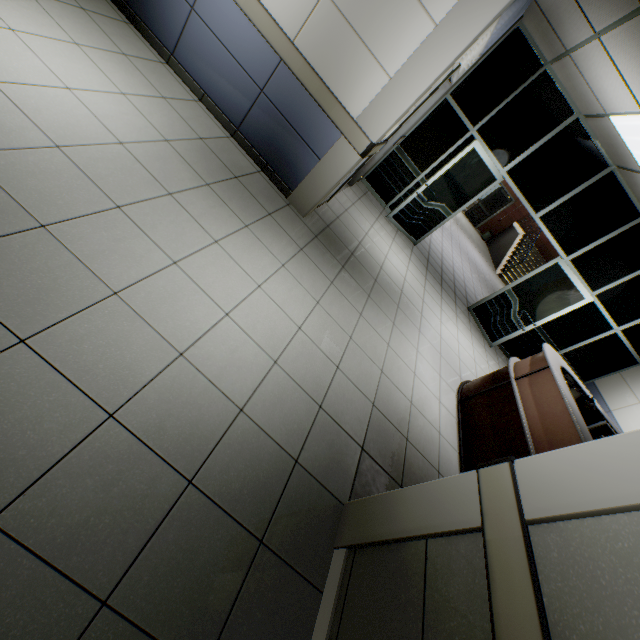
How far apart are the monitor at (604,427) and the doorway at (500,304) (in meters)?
2.32

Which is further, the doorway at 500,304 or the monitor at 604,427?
the doorway at 500,304

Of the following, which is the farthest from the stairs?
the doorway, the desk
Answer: the desk

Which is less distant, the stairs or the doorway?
the doorway

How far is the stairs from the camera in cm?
1443

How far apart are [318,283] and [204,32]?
2.86m

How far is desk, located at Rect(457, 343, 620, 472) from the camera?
3.0m

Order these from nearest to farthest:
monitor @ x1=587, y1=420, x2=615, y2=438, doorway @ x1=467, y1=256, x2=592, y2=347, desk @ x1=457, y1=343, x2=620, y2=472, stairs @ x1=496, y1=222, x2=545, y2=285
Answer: desk @ x1=457, y1=343, x2=620, y2=472, monitor @ x1=587, y1=420, x2=615, y2=438, doorway @ x1=467, y1=256, x2=592, y2=347, stairs @ x1=496, y1=222, x2=545, y2=285
